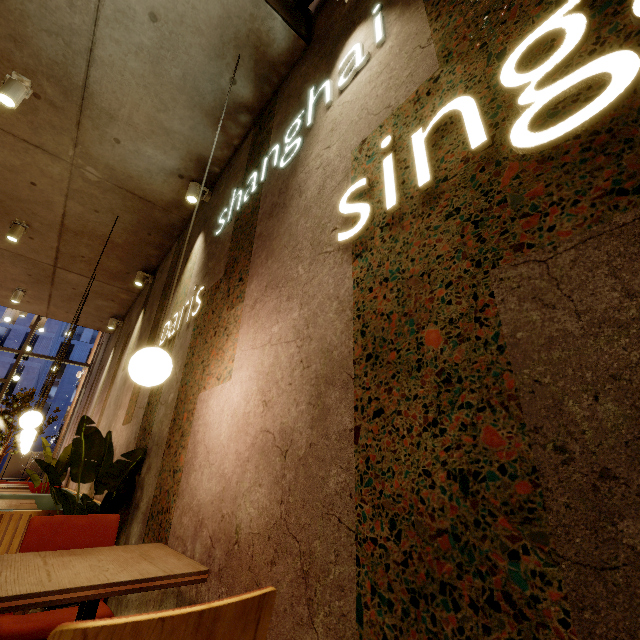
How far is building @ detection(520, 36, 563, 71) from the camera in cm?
91

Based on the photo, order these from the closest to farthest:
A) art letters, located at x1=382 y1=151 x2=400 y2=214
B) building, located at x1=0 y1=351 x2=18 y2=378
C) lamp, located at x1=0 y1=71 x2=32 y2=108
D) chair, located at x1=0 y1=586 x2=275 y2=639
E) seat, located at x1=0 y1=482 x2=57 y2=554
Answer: chair, located at x1=0 y1=586 x2=275 y2=639 < art letters, located at x1=382 y1=151 x2=400 y2=214 < seat, located at x1=0 y1=482 x2=57 y2=554 < lamp, located at x1=0 y1=71 x2=32 y2=108 < building, located at x1=0 y1=351 x2=18 y2=378

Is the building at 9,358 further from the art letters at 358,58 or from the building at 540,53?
the art letters at 358,58

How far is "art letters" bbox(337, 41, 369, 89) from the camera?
1.9 meters

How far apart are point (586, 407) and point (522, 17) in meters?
1.2

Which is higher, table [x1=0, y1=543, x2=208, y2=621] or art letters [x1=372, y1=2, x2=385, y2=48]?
art letters [x1=372, y1=2, x2=385, y2=48]

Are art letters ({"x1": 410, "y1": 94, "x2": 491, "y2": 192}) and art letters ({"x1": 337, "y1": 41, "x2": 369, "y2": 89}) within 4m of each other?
yes

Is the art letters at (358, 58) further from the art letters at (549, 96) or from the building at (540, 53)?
the art letters at (549, 96)
